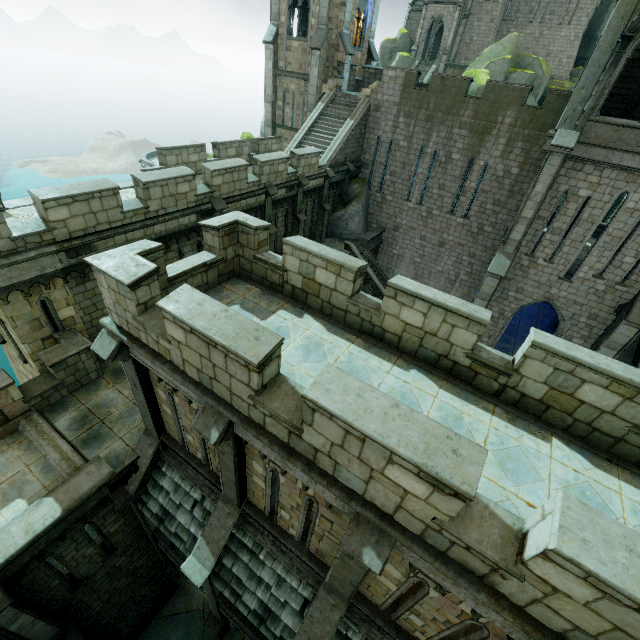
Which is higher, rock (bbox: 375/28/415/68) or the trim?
rock (bbox: 375/28/415/68)

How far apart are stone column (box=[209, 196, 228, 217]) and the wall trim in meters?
10.5

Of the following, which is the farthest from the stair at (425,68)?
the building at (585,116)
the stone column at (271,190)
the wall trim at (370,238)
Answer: the stone column at (271,190)

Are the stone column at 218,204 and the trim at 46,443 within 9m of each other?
yes

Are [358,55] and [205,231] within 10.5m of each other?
no

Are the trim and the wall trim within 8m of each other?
no

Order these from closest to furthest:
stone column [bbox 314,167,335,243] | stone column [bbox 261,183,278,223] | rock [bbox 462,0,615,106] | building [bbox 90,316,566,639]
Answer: building [bbox 90,316,566,639] → stone column [bbox 261,183,278,223] → stone column [bbox 314,167,335,243] → rock [bbox 462,0,615,106]

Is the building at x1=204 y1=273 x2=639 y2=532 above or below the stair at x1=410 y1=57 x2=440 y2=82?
below
